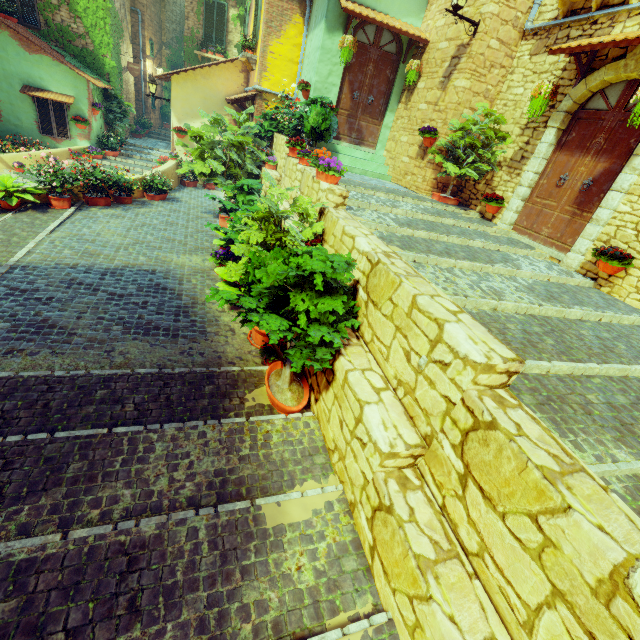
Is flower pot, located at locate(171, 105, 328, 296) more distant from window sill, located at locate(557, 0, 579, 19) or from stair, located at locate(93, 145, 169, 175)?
window sill, located at locate(557, 0, 579, 19)

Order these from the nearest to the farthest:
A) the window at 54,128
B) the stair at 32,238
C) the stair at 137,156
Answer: the stair at 32,238 → the window at 54,128 → the stair at 137,156

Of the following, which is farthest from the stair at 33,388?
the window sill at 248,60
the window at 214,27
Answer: the window at 214,27

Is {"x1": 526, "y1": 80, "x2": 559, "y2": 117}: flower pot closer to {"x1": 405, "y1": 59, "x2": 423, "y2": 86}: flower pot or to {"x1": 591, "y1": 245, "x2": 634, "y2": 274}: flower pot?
{"x1": 591, "y1": 245, "x2": 634, "y2": 274}: flower pot

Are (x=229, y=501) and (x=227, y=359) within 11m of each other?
yes

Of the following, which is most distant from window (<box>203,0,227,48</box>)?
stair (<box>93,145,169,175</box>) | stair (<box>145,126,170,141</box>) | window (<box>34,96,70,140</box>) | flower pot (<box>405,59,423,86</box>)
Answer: flower pot (<box>405,59,423,86</box>)

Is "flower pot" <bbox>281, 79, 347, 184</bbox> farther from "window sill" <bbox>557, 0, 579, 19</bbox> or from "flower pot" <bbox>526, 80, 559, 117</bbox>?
"window sill" <bbox>557, 0, 579, 19</bbox>

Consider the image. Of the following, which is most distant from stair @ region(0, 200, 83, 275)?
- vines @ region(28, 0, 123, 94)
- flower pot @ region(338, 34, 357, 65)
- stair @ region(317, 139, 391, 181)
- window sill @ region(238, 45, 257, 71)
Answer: flower pot @ region(338, 34, 357, 65)
